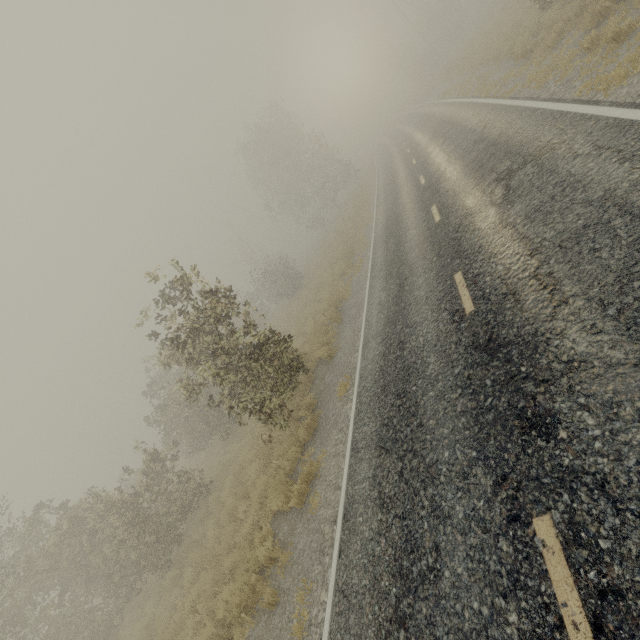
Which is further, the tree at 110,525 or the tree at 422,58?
the tree at 422,58

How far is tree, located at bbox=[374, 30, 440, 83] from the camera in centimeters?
4169cm

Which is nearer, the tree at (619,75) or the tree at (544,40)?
the tree at (619,75)

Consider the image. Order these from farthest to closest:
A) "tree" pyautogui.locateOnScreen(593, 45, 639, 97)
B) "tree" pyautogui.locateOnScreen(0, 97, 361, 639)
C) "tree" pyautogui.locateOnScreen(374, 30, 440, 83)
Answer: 1. "tree" pyautogui.locateOnScreen(374, 30, 440, 83)
2. "tree" pyautogui.locateOnScreen(0, 97, 361, 639)
3. "tree" pyautogui.locateOnScreen(593, 45, 639, 97)

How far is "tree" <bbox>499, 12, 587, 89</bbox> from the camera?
8.82m

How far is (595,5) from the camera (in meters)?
9.40

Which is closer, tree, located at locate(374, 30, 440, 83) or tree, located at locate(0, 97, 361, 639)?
tree, located at locate(0, 97, 361, 639)
